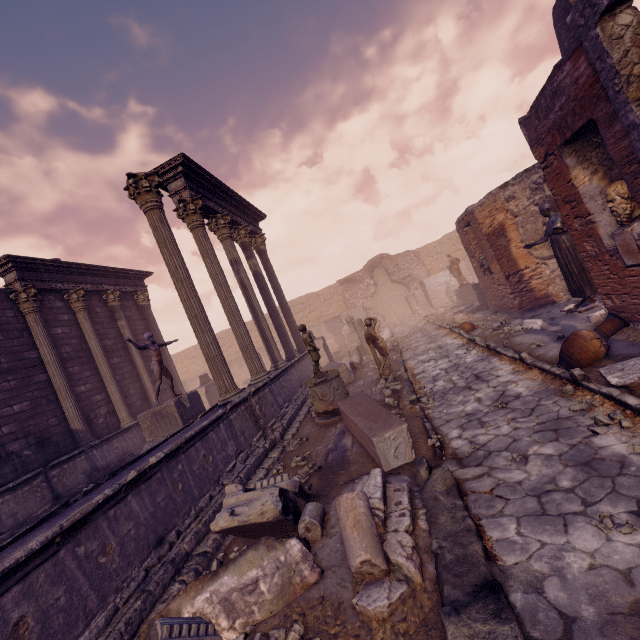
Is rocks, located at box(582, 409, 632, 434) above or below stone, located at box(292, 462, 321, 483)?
below

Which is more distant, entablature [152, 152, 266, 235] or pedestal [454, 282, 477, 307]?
pedestal [454, 282, 477, 307]

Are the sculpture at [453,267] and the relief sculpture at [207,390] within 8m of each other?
no

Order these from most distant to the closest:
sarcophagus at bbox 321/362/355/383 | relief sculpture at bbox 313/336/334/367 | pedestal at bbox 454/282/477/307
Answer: pedestal at bbox 454/282/477/307
relief sculpture at bbox 313/336/334/367
sarcophagus at bbox 321/362/355/383

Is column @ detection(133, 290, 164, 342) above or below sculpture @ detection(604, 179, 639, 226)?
above

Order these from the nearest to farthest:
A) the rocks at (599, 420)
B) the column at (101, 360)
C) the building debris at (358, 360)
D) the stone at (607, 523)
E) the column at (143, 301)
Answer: the stone at (607, 523) < the rocks at (599, 420) < the column at (101, 360) < the building debris at (358, 360) < the column at (143, 301)

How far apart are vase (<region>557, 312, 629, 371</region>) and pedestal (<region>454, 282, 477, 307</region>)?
13.9m

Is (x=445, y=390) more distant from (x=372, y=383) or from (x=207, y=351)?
(x=207, y=351)
